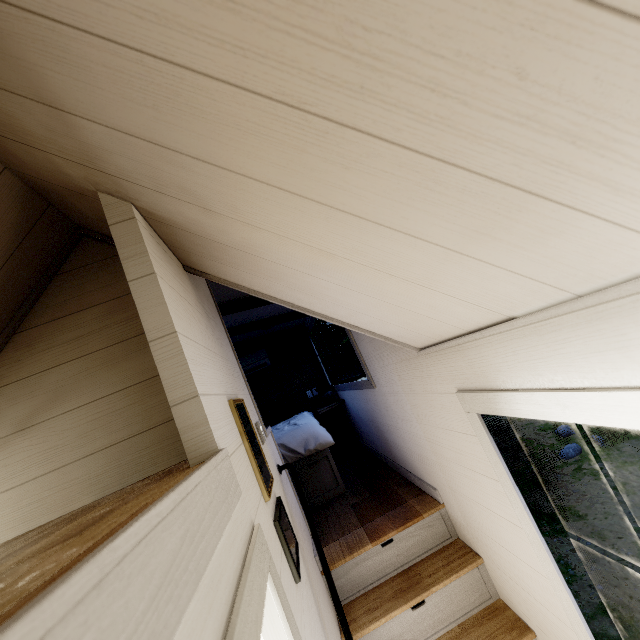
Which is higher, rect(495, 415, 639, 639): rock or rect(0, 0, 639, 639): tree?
rect(0, 0, 639, 639): tree

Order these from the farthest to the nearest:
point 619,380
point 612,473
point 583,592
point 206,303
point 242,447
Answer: point 612,473
point 583,592
point 206,303
point 242,447
point 619,380

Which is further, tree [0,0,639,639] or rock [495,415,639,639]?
rock [495,415,639,639]

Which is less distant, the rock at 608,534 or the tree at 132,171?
the tree at 132,171

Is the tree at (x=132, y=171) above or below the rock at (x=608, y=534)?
above
